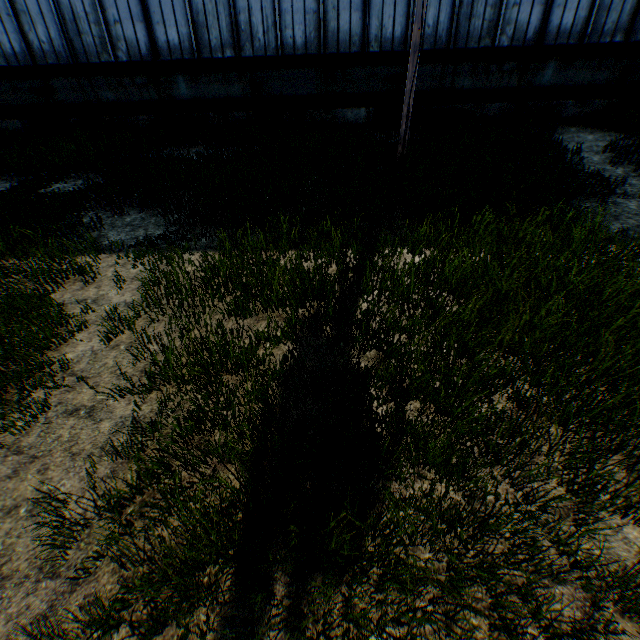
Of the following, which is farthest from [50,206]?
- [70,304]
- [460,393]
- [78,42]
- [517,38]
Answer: [517,38]
